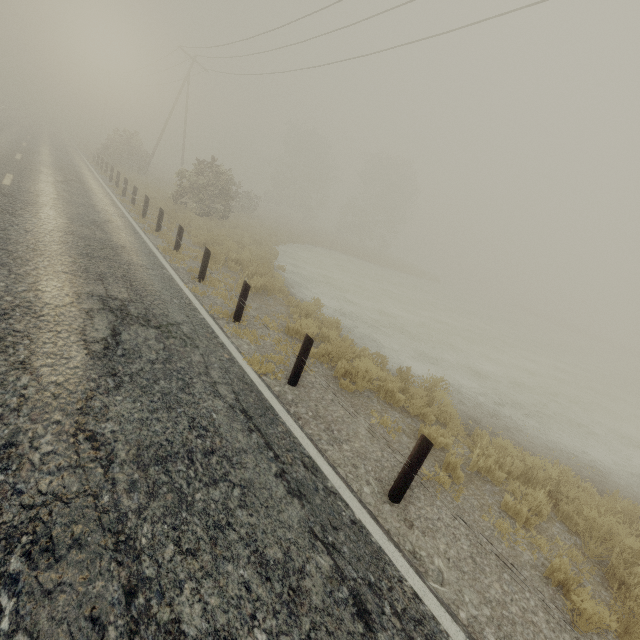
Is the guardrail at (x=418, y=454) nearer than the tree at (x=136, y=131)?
Yes

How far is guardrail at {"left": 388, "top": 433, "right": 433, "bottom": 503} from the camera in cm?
391

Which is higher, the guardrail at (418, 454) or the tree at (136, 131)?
the tree at (136, 131)

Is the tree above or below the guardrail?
above

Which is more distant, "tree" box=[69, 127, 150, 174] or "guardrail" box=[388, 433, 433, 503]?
"tree" box=[69, 127, 150, 174]

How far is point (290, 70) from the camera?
19.39m

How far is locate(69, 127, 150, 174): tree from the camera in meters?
28.5
